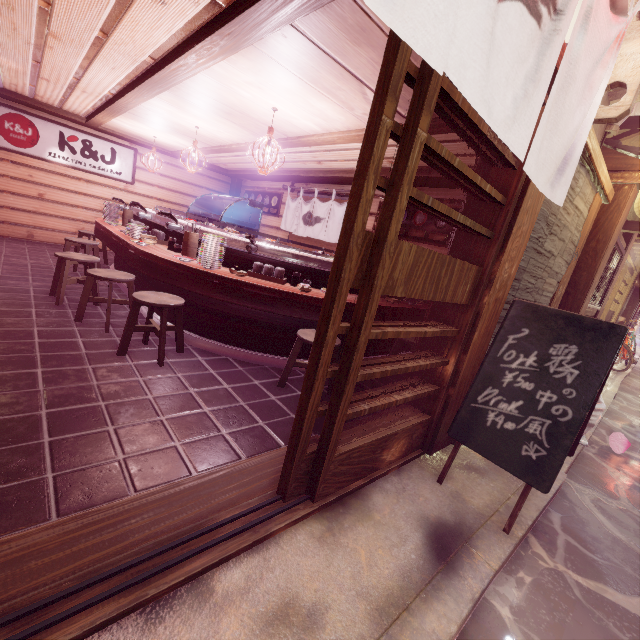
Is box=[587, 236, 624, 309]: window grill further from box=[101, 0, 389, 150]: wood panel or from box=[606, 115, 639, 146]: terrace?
box=[101, 0, 389, 150]: wood panel

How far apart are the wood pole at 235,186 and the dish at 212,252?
12.9 meters

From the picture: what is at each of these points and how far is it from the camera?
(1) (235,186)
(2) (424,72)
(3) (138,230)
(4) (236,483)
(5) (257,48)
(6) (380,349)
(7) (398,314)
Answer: (1) wood pole, 18.1 meters
(2) door, 2.7 meters
(3) dish, 8.2 meters
(4) wood bar, 3.6 meters
(5) wood panel, 4.7 meters
(6) table, 8.7 meters
(7) table, 7.5 meters

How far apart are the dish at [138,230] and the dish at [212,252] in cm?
286

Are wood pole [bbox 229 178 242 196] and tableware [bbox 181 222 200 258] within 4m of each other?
no

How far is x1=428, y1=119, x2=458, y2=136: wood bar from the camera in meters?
5.4

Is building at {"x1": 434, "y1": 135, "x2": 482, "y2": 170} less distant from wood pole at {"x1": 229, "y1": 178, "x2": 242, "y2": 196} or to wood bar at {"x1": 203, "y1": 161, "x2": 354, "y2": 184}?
wood bar at {"x1": 203, "y1": 161, "x2": 354, "y2": 184}

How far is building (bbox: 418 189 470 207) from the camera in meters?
9.1 m
